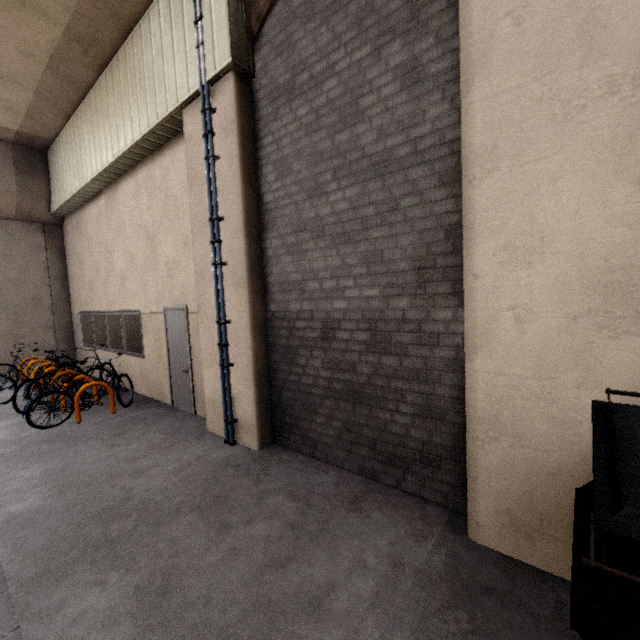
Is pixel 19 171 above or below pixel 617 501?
above

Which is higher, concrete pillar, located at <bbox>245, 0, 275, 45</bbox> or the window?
concrete pillar, located at <bbox>245, 0, 275, 45</bbox>

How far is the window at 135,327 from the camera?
7.68m

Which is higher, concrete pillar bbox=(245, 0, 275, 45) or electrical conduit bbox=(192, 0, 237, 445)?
concrete pillar bbox=(245, 0, 275, 45)

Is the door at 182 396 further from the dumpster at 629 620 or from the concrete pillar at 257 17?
the dumpster at 629 620

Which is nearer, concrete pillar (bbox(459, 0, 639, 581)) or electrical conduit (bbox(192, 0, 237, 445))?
concrete pillar (bbox(459, 0, 639, 581))

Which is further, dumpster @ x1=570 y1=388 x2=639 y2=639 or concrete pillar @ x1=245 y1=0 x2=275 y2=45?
concrete pillar @ x1=245 y1=0 x2=275 y2=45

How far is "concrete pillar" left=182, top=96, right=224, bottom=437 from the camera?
4.9m
